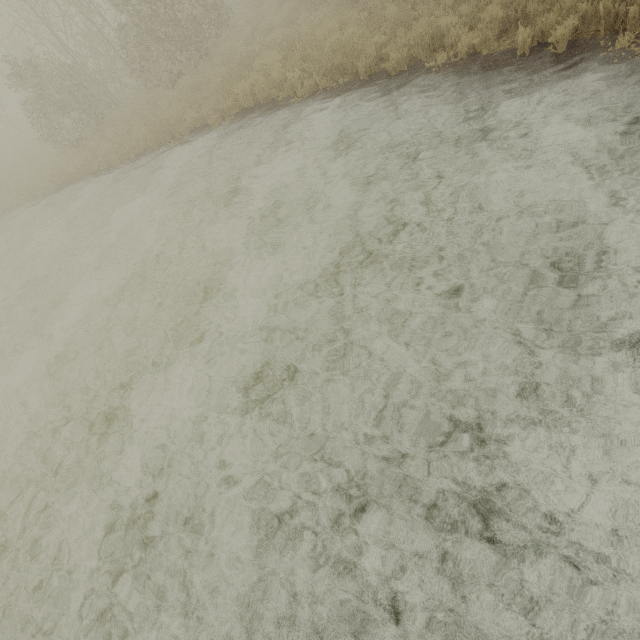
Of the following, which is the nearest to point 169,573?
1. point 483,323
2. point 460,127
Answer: point 483,323
